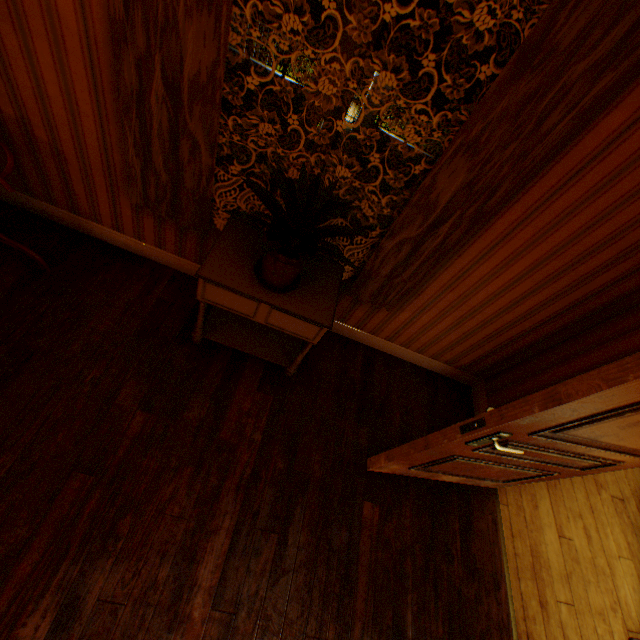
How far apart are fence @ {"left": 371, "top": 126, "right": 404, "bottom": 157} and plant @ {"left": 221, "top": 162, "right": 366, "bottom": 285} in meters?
15.1 m

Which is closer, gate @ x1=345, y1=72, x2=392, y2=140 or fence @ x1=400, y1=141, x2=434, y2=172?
gate @ x1=345, y1=72, x2=392, y2=140

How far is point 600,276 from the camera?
2.0 meters

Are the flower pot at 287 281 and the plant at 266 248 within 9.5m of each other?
yes

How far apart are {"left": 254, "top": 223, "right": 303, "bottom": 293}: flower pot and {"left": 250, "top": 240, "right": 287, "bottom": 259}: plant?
0.04m

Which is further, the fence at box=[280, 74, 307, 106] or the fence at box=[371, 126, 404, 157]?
the fence at box=[371, 126, 404, 157]

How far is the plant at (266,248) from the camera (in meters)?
1.41

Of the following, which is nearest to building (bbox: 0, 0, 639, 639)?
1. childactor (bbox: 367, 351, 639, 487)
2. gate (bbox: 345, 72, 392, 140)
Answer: childactor (bbox: 367, 351, 639, 487)
